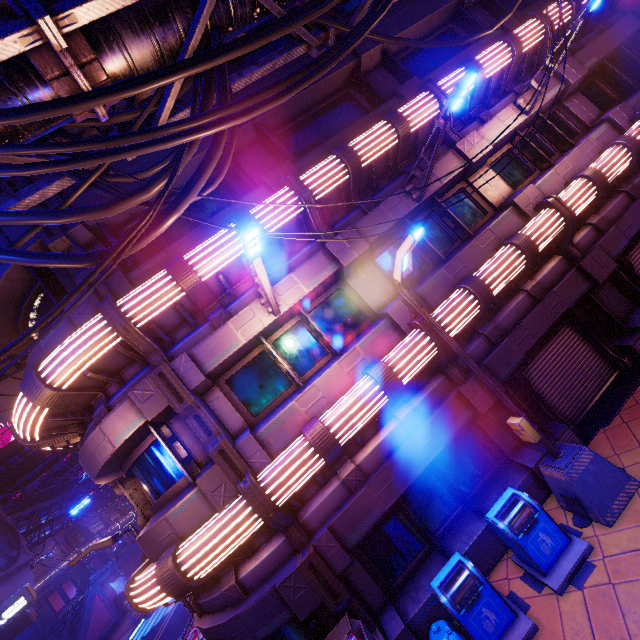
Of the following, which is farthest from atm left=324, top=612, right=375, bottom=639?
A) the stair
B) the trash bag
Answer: the stair

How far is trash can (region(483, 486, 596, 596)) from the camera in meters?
5.4

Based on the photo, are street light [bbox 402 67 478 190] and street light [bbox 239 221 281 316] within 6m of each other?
yes

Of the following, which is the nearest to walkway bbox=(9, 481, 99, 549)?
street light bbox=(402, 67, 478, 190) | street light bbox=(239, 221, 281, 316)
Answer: street light bbox=(239, 221, 281, 316)

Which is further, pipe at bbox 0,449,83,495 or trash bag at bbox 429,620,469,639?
pipe at bbox 0,449,83,495

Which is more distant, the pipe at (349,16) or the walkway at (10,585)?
the walkway at (10,585)

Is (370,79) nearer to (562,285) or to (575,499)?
(562,285)

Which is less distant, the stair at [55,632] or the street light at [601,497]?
the street light at [601,497]
